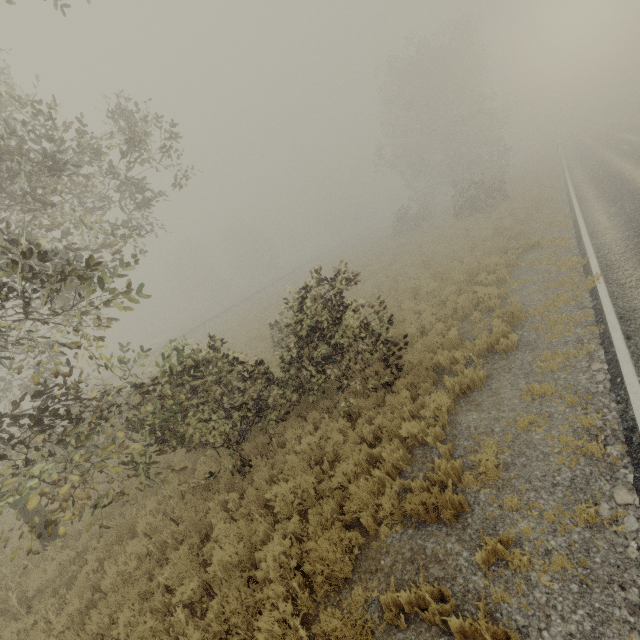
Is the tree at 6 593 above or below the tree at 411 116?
below

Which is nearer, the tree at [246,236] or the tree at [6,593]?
the tree at [6,593]

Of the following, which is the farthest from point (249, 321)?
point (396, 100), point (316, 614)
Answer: point (396, 100)

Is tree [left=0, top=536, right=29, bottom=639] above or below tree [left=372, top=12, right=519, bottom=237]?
below

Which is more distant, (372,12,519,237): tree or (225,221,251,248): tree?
(225,221,251,248): tree

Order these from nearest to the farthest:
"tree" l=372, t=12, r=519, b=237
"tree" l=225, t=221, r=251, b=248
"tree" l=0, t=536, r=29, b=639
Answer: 1. "tree" l=0, t=536, r=29, b=639
2. "tree" l=372, t=12, r=519, b=237
3. "tree" l=225, t=221, r=251, b=248

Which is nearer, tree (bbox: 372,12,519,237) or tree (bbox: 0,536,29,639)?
tree (bbox: 0,536,29,639)
